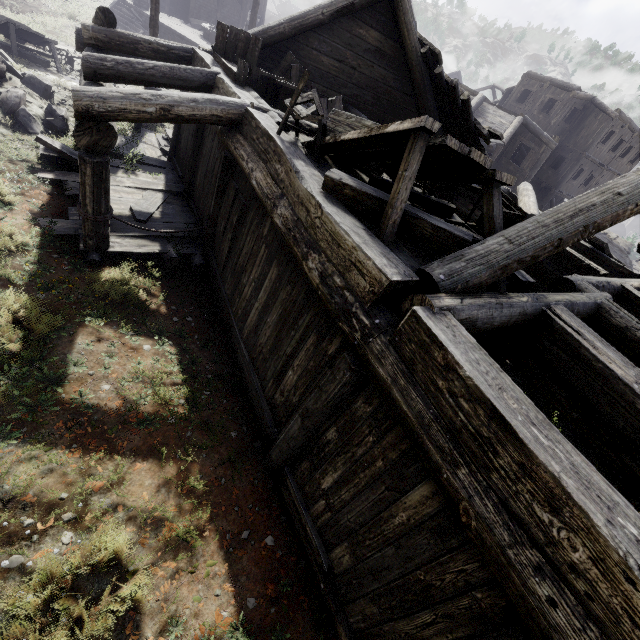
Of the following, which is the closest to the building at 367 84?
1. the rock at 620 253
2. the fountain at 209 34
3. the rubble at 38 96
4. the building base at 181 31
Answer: the rubble at 38 96

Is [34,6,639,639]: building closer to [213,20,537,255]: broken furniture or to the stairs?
[213,20,537,255]: broken furniture

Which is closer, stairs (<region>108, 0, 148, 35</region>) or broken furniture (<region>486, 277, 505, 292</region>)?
broken furniture (<region>486, 277, 505, 292</region>)

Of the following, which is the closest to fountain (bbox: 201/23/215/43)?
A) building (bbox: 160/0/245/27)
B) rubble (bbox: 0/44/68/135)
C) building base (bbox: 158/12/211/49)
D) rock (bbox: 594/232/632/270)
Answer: building base (bbox: 158/12/211/49)

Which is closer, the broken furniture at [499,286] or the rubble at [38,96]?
the broken furniture at [499,286]

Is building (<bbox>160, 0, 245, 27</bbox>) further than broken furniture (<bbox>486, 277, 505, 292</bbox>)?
Yes

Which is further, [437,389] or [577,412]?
[577,412]

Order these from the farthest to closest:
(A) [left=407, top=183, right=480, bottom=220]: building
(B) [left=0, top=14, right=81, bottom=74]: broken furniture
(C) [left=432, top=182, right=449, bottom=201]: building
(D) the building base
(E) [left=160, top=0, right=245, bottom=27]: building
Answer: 1. (E) [left=160, top=0, right=245, bottom=27]: building
2. (D) the building base
3. (B) [left=0, top=14, right=81, bottom=74]: broken furniture
4. (C) [left=432, top=182, right=449, bottom=201]: building
5. (A) [left=407, top=183, right=480, bottom=220]: building
